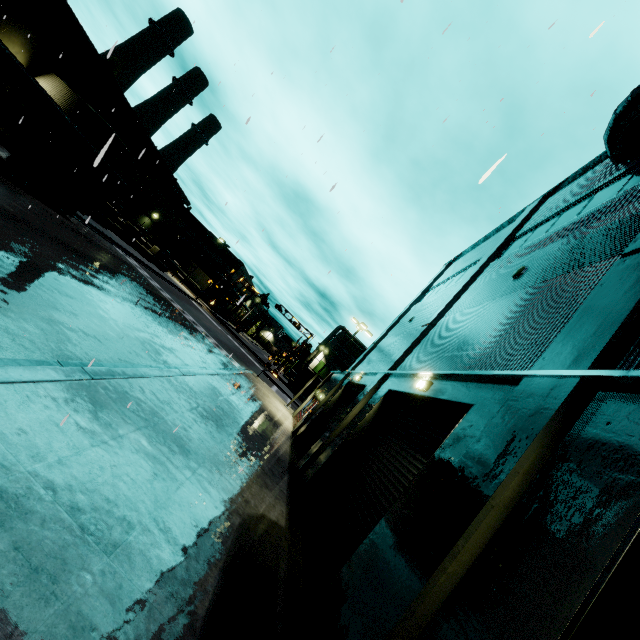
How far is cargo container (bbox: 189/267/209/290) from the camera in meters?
58.1 m

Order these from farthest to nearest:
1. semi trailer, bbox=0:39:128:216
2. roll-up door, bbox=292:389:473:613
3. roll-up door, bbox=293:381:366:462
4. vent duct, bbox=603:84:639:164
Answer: roll-up door, bbox=293:381:366:462 → semi trailer, bbox=0:39:128:216 → vent duct, bbox=603:84:639:164 → roll-up door, bbox=292:389:473:613

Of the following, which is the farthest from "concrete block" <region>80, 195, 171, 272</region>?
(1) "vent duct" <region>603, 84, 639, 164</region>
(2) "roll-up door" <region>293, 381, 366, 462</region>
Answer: (2) "roll-up door" <region>293, 381, 366, 462</region>

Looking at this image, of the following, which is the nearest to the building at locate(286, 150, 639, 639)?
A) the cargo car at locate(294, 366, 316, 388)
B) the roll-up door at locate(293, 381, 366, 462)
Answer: the roll-up door at locate(293, 381, 366, 462)

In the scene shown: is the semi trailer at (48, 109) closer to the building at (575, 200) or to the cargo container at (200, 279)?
the building at (575, 200)

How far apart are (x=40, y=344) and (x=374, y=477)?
7.3m

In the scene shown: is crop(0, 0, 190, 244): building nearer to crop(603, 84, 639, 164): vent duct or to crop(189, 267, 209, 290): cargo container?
crop(603, 84, 639, 164): vent duct

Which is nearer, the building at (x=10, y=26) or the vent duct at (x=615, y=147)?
the vent duct at (x=615, y=147)
